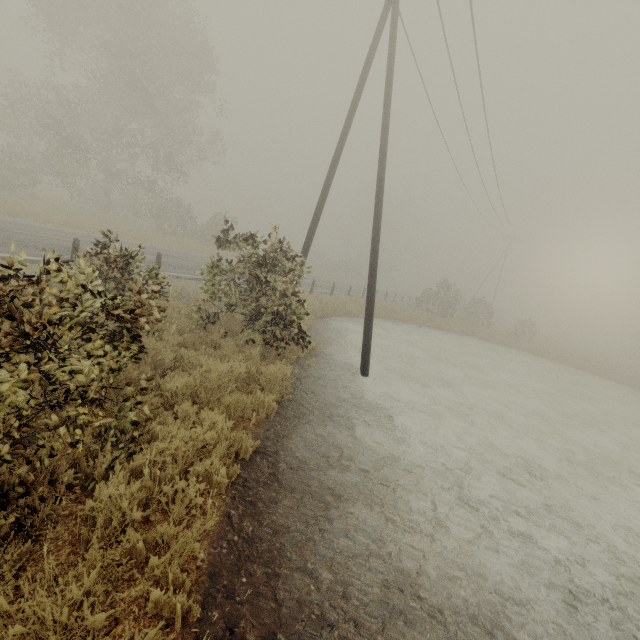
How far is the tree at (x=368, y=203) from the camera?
56.6m

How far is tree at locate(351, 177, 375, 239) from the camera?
56.56m

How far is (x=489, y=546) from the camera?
4.52m
